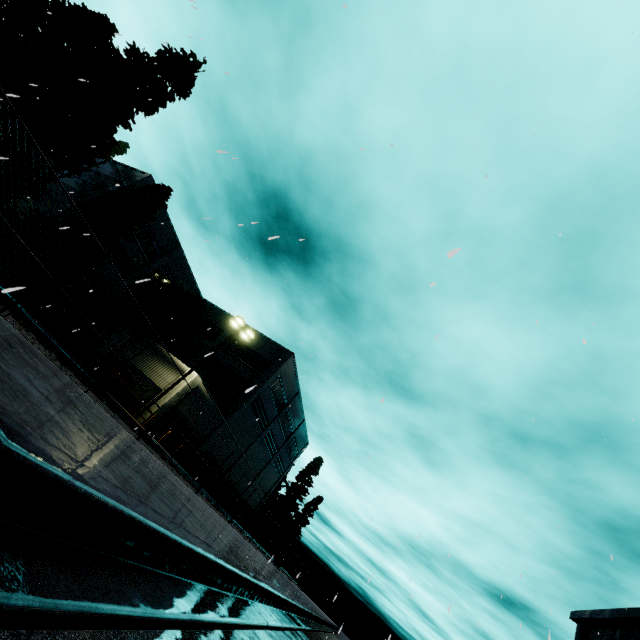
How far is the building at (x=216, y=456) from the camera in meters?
29.1

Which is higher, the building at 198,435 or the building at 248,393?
the building at 248,393

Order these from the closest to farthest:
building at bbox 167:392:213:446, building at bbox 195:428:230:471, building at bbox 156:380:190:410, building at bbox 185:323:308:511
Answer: building at bbox 156:380:190:410
building at bbox 167:392:213:446
building at bbox 195:428:230:471
building at bbox 185:323:308:511

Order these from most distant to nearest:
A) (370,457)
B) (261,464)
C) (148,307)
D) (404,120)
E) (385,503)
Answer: (261,464) → (148,307) → (404,120) → (385,503) → (370,457)

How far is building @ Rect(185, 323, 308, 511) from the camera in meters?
31.6 m

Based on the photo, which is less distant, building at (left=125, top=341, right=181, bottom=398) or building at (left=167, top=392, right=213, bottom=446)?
building at (left=125, top=341, right=181, bottom=398)
